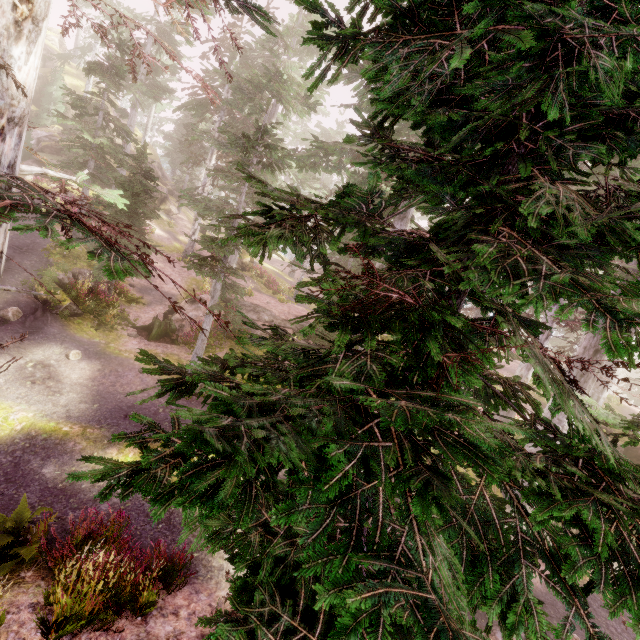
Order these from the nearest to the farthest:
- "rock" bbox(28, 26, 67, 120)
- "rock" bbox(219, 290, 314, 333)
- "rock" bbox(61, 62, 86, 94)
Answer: "rock" bbox(219, 290, 314, 333) < "rock" bbox(28, 26, 67, 120) < "rock" bbox(61, 62, 86, 94)

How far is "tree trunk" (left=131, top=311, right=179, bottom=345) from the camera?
15.74m

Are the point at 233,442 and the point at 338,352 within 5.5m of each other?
yes

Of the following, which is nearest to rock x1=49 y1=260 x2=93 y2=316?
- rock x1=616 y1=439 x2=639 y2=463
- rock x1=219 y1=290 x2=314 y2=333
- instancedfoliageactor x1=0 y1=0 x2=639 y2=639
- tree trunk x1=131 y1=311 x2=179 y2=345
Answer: instancedfoliageactor x1=0 y1=0 x2=639 y2=639

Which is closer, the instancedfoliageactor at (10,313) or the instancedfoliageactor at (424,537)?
the instancedfoliageactor at (424,537)

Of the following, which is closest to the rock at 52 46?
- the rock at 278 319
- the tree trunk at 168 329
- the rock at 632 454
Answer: the tree trunk at 168 329

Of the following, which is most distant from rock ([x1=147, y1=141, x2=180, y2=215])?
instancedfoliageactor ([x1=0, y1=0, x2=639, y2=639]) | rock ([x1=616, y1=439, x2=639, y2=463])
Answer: rock ([x1=616, y1=439, x2=639, y2=463])

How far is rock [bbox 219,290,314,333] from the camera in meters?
20.6
